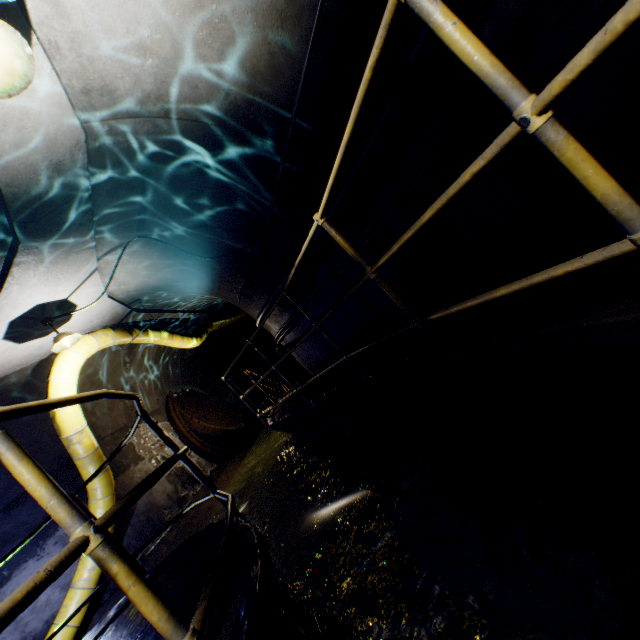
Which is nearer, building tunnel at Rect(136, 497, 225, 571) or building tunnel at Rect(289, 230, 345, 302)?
building tunnel at Rect(289, 230, 345, 302)

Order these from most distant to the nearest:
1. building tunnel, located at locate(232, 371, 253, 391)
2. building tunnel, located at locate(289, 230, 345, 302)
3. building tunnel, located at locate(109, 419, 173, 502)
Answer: building tunnel, located at locate(232, 371, 253, 391), building tunnel, located at locate(109, 419, 173, 502), building tunnel, located at locate(289, 230, 345, 302)

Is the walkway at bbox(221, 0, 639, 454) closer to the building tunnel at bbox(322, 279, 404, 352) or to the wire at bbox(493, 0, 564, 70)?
the building tunnel at bbox(322, 279, 404, 352)

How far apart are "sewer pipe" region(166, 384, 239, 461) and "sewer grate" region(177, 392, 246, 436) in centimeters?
0cm

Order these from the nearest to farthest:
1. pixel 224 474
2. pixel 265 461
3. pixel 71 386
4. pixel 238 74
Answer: pixel 238 74, pixel 71 386, pixel 265 461, pixel 224 474

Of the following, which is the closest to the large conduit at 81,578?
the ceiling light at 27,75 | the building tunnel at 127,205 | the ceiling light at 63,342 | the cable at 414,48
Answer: the building tunnel at 127,205

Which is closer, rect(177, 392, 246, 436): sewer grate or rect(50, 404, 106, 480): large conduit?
rect(50, 404, 106, 480): large conduit

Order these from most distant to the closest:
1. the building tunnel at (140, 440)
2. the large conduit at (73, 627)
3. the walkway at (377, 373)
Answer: the building tunnel at (140, 440), the large conduit at (73, 627), the walkway at (377, 373)
